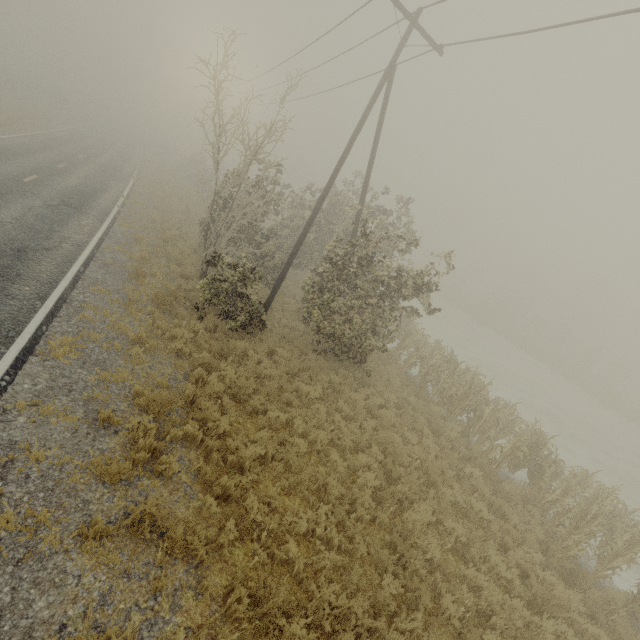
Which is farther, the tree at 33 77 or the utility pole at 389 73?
the tree at 33 77

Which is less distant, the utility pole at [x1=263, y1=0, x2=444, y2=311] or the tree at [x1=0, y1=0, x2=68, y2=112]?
the utility pole at [x1=263, y1=0, x2=444, y2=311]

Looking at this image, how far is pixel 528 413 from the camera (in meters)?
19.62

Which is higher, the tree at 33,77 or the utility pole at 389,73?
the utility pole at 389,73

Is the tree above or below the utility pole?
below
